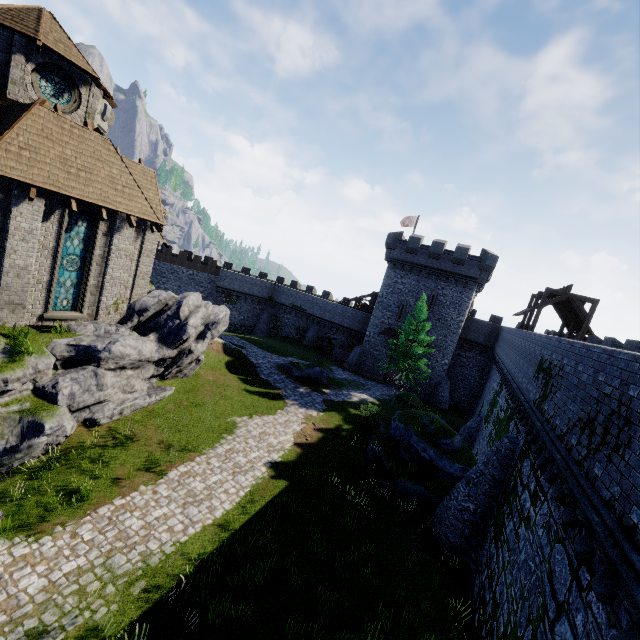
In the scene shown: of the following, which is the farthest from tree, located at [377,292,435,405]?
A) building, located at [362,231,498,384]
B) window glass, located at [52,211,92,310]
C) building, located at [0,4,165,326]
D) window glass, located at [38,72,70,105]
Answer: window glass, located at [38,72,70,105]

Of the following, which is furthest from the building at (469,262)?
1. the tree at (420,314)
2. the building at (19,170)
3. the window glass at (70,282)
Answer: the window glass at (70,282)

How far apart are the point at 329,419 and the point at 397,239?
22.7m

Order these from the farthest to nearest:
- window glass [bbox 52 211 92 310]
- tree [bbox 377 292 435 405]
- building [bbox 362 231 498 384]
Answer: building [bbox 362 231 498 384] < tree [bbox 377 292 435 405] < window glass [bbox 52 211 92 310]

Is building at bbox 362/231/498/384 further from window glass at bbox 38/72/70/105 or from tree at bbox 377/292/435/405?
window glass at bbox 38/72/70/105

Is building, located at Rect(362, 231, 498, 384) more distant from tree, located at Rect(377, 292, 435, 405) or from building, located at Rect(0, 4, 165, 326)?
building, located at Rect(0, 4, 165, 326)

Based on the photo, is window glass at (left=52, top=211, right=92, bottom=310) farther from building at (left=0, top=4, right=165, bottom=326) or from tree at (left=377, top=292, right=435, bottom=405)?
tree at (left=377, top=292, right=435, bottom=405)
